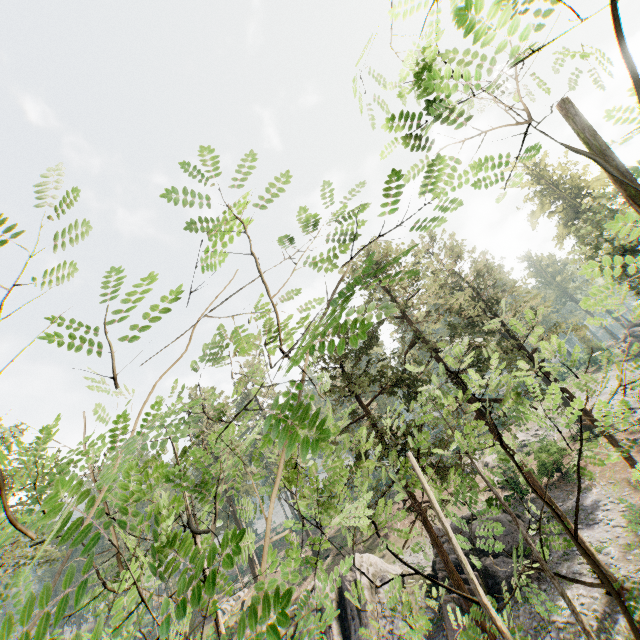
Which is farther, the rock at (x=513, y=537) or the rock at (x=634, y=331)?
the rock at (x=634, y=331)

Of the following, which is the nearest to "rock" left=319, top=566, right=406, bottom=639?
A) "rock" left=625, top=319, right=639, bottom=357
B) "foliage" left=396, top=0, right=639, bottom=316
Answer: "foliage" left=396, top=0, right=639, bottom=316

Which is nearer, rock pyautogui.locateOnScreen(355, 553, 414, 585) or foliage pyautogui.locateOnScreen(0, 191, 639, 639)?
foliage pyautogui.locateOnScreen(0, 191, 639, 639)

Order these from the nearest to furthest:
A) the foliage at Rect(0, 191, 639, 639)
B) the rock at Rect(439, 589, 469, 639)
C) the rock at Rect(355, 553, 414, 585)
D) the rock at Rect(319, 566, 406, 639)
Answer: the foliage at Rect(0, 191, 639, 639), the rock at Rect(439, 589, 469, 639), the rock at Rect(319, 566, 406, 639), the rock at Rect(355, 553, 414, 585)

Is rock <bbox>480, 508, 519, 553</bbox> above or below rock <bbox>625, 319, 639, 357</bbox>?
below

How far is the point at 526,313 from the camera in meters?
7.9 m

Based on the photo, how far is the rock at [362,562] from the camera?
25.0 meters
